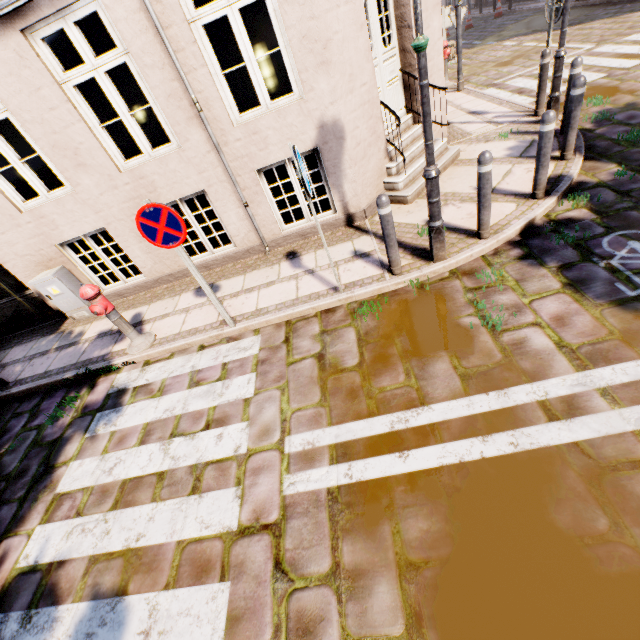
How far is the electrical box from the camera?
5.9 meters

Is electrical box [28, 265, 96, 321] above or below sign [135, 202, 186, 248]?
below

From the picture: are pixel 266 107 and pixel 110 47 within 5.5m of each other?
no

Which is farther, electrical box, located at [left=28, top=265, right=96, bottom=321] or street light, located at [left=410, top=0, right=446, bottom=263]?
electrical box, located at [left=28, top=265, right=96, bottom=321]

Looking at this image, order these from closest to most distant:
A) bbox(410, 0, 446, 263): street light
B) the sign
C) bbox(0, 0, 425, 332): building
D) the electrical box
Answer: bbox(410, 0, 446, 263): street light → the sign → bbox(0, 0, 425, 332): building → the electrical box

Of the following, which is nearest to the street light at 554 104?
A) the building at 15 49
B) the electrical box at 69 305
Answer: the building at 15 49

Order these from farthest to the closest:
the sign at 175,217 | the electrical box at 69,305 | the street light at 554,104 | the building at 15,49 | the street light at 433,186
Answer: the electrical box at 69,305 → the street light at 554,104 → the building at 15,49 → the sign at 175,217 → the street light at 433,186

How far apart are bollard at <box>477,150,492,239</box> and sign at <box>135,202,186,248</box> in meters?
3.5
